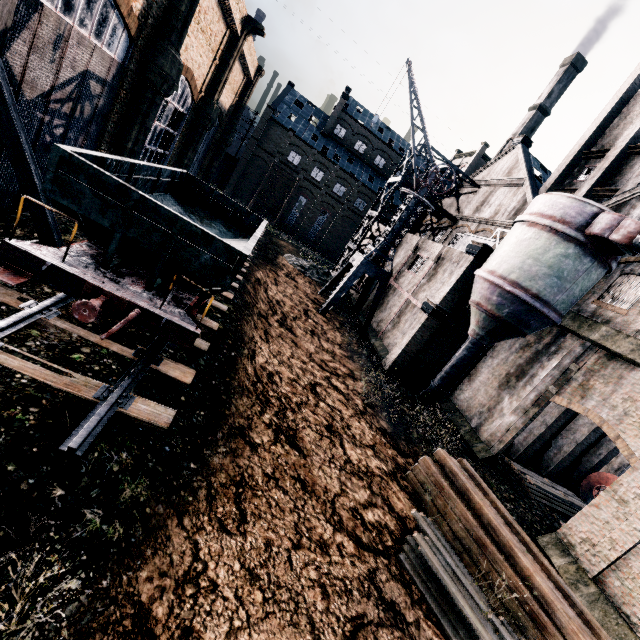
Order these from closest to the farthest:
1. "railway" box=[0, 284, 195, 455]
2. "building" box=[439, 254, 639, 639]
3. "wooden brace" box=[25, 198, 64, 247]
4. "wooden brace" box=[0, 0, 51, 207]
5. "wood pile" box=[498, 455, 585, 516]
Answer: "railway" box=[0, 284, 195, 455], "wooden brace" box=[0, 0, 51, 207], "wooden brace" box=[25, 198, 64, 247], "building" box=[439, 254, 639, 639], "wood pile" box=[498, 455, 585, 516]

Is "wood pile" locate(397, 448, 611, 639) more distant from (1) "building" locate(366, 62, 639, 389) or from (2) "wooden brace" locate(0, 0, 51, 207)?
(2) "wooden brace" locate(0, 0, 51, 207)

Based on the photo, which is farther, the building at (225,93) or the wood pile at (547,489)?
the wood pile at (547,489)

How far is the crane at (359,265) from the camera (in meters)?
23.86

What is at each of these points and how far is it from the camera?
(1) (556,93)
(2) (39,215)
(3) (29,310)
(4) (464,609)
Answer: (1) chimney, 42.5 meters
(2) wooden brace, 10.1 meters
(3) railway, 8.0 meters
(4) wood pile, 8.6 meters

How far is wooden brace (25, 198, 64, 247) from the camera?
10.1m

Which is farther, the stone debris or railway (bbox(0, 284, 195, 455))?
the stone debris

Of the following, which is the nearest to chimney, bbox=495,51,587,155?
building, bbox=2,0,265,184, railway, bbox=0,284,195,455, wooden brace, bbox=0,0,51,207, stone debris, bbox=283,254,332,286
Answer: building, bbox=2,0,265,184
